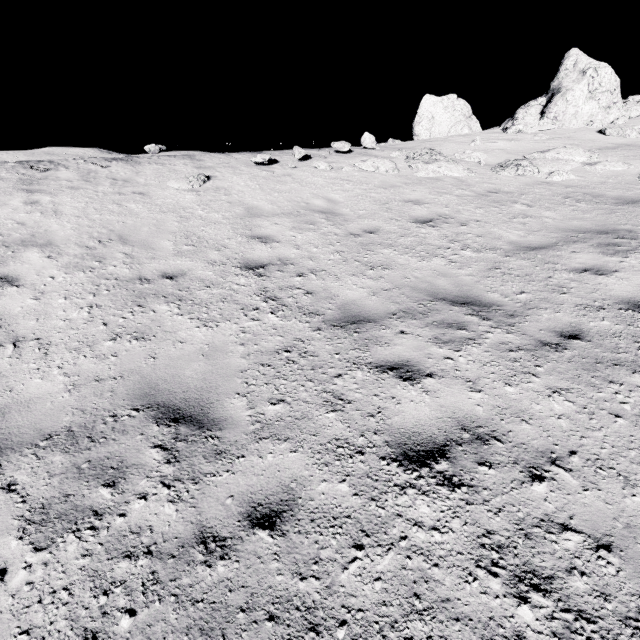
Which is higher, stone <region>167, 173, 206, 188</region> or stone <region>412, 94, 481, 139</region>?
stone <region>412, 94, 481, 139</region>

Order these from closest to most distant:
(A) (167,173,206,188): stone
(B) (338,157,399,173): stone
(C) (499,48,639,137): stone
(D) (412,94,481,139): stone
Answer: (A) (167,173,206,188): stone → (B) (338,157,399,173): stone → (C) (499,48,639,137): stone → (D) (412,94,481,139): stone

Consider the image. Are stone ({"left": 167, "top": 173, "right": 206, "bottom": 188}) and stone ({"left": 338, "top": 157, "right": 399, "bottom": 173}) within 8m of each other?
yes

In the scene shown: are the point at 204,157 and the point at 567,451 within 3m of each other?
no

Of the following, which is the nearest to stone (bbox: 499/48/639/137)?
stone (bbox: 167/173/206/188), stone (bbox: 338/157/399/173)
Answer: stone (bbox: 338/157/399/173)

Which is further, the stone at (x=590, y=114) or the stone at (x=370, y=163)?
the stone at (x=590, y=114)

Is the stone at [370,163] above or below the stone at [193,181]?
above
